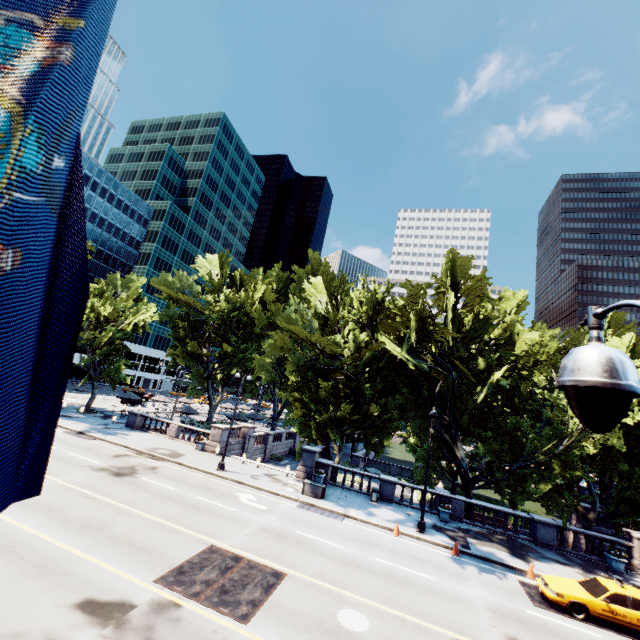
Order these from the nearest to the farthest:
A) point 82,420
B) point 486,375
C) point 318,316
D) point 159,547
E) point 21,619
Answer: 1. point 21,619
2. point 159,547
3. point 486,375
4. point 82,420
5. point 318,316

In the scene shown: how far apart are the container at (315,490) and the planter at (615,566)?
17.6m

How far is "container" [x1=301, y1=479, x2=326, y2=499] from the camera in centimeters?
2189cm

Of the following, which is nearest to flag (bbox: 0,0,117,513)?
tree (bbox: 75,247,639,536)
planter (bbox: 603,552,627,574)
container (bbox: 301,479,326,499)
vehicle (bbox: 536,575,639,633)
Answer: tree (bbox: 75,247,639,536)

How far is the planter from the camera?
19.2 meters

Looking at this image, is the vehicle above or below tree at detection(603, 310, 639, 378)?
below

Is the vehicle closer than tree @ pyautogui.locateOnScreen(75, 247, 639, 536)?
Yes

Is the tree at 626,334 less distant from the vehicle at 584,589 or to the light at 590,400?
the vehicle at 584,589
